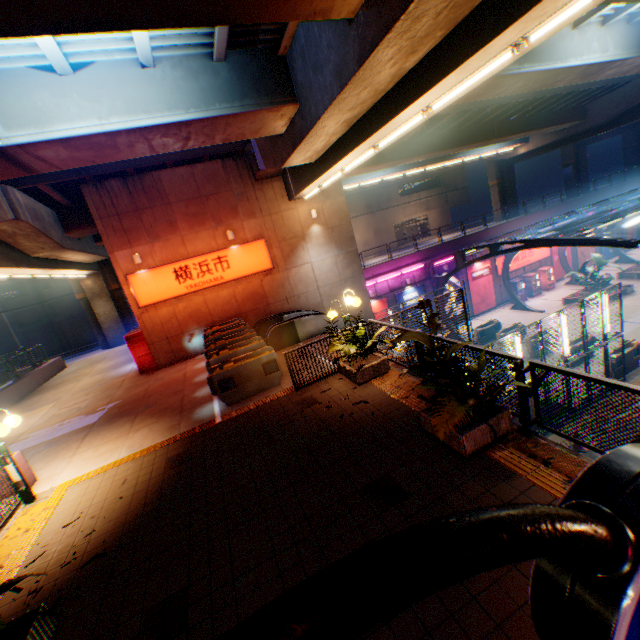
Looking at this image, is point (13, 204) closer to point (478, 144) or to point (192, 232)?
point (192, 232)

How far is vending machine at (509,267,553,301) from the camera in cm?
2853

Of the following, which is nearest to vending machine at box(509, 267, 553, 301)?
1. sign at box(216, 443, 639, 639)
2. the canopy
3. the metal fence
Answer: the canopy

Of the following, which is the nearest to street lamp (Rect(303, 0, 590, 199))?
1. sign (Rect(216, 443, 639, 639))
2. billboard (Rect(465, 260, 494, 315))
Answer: sign (Rect(216, 443, 639, 639))

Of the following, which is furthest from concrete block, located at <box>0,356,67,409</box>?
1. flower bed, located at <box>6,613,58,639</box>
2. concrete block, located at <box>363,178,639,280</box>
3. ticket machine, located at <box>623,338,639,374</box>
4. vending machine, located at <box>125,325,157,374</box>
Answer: ticket machine, located at <box>623,338,639,374</box>

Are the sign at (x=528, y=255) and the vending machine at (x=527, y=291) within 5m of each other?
yes

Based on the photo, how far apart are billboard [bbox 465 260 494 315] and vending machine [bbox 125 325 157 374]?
23.9 meters

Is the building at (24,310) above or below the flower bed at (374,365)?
above
